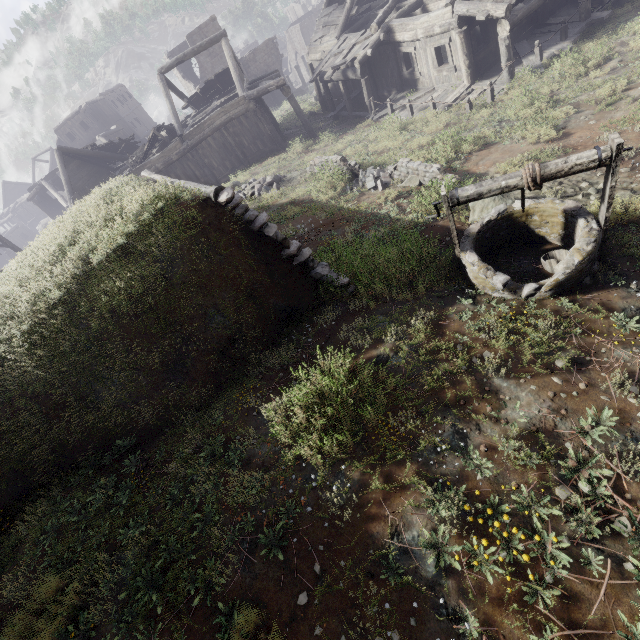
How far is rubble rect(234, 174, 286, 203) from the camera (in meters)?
13.66

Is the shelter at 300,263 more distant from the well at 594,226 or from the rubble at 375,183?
the rubble at 375,183

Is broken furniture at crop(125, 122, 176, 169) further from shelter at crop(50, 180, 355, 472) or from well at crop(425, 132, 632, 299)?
well at crop(425, 132, 632, 299)

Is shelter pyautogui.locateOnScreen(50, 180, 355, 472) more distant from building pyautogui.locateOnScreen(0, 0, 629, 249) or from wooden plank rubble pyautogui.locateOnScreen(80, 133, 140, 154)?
wooden plank rubble pyautogui.locateOnScreen(80, 133, 140, 154)

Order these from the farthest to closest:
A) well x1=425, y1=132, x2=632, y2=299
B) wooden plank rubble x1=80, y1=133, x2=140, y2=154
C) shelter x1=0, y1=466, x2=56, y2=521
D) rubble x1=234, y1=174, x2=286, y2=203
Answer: wooden plank rubble x1=80, y1=133, x2=140, y2=154 → rubble x1=234, y1=174, x2=286, y2=203 → shelter x1=0, y1=466, x2=56, y2=521 → well x1=425, y1=132, x2=632, y2=299

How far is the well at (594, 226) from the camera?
4.4m

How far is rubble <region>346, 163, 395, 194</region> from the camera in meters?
10.9 m

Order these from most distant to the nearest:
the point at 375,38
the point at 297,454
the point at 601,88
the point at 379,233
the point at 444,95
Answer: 1. the point at 375,38
2. the point at 444,95
3. the point at 601,88
4. the point at 379,233
5. the point at 297,454
